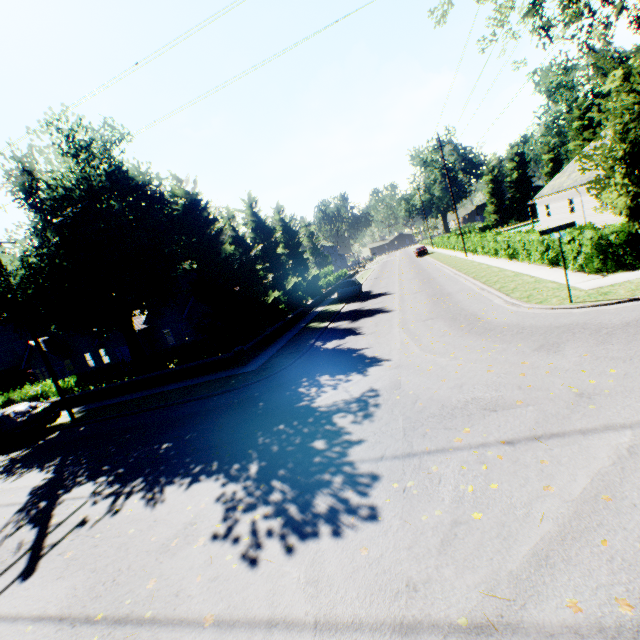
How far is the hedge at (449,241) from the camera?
37.28m

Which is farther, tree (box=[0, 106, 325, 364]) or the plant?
the plant

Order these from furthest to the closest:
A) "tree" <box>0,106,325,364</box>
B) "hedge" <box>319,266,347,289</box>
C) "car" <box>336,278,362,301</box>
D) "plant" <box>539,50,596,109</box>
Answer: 1. "plant" <box>539,50,596,109</box>
2. "hedge" <box>319,266,347,289</box>
3. "car" <box>336,278,362,301</box>
4. "tree" <box>0,106,325,364</box>

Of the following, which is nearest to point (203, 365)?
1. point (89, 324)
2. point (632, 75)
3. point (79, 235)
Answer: point (89, 324)

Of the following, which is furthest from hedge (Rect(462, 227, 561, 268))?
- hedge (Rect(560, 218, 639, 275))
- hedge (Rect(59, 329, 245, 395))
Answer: hedge (Rect(59, 329, 245, 395))

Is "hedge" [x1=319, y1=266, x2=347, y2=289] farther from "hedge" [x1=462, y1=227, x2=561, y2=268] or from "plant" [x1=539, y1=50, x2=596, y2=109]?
"hedge" [x1=462, y1=227, x2=561, y2=268]

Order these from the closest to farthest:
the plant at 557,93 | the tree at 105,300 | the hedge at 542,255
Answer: the tree at 105,300
the hedge at 542,255
the plant at 557,93

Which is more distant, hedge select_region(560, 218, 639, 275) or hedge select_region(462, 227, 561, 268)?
hedge select_region(462, 227, 561, 268)
